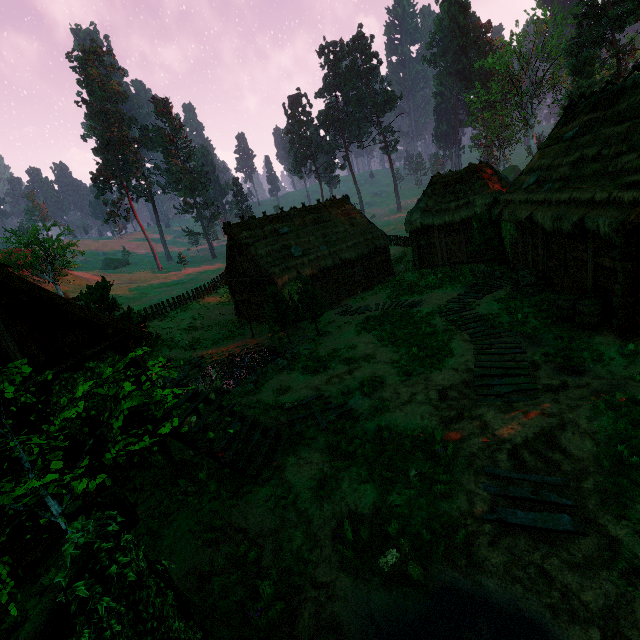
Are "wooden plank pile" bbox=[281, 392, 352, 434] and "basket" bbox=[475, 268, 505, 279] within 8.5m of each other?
no

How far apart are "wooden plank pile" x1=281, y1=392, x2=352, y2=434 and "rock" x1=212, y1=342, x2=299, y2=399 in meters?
3.7

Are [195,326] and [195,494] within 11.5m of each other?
no

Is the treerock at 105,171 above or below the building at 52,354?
above

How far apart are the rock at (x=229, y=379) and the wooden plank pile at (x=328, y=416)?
3.7 meters

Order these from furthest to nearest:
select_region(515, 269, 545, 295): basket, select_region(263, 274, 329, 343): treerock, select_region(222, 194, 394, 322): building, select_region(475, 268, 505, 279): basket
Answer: select_region(222, 194, 394, 322): building < select_region(475, 268, 505, 279): basket < select_region(263, 274, 329, 343): treerock < select_region(515, 269, 545, 295): basket

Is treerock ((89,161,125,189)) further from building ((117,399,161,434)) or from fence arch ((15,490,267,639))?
fence arch ((15,490,267,639))

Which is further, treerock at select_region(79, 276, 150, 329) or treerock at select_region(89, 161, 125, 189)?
treerock at select_region(89, 161, 125, 189)
